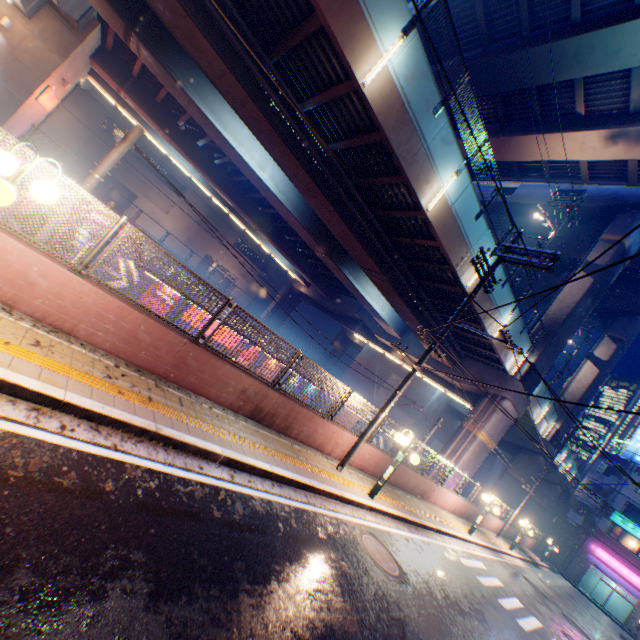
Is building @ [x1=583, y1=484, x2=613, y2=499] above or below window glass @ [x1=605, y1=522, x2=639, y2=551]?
above

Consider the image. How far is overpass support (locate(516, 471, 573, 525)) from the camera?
38.4m

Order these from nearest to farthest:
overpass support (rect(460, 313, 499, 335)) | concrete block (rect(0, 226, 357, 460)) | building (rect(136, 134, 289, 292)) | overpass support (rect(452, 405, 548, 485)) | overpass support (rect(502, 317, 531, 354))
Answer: concrete block (rect(0, 226, 357, 460)) < overpass support (rect(460, 313, 499, 335)) < overpass support (rect(502, 317, 531, 354)) < overpass support (rect(452, 405, 548, 485)) < building (rect(136, 134, 289, 292))

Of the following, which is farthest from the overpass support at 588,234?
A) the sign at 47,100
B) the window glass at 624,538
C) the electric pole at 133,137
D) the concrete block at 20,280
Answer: the window glass at 624,538

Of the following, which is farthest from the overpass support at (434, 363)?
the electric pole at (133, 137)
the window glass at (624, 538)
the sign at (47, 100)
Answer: the window glass at (624, 538)

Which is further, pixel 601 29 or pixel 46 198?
pixel 601 29

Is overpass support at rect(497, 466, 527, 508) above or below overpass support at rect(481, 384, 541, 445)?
below
